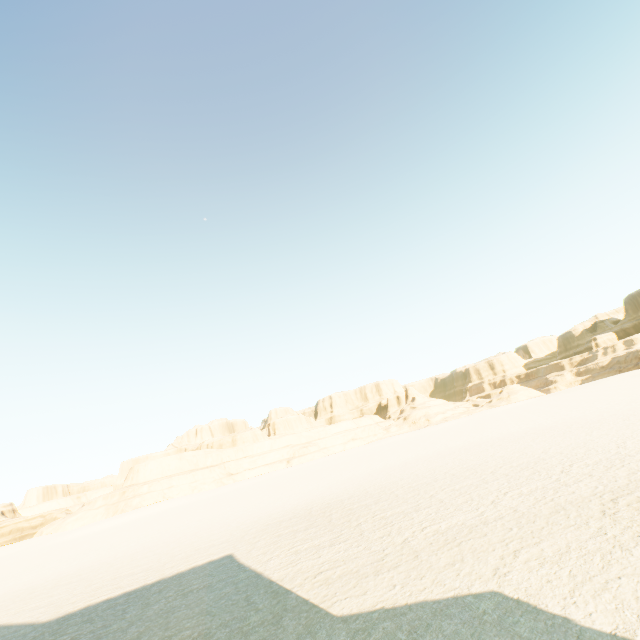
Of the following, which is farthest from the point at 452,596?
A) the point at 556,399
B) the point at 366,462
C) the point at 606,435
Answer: the point at 556,399
